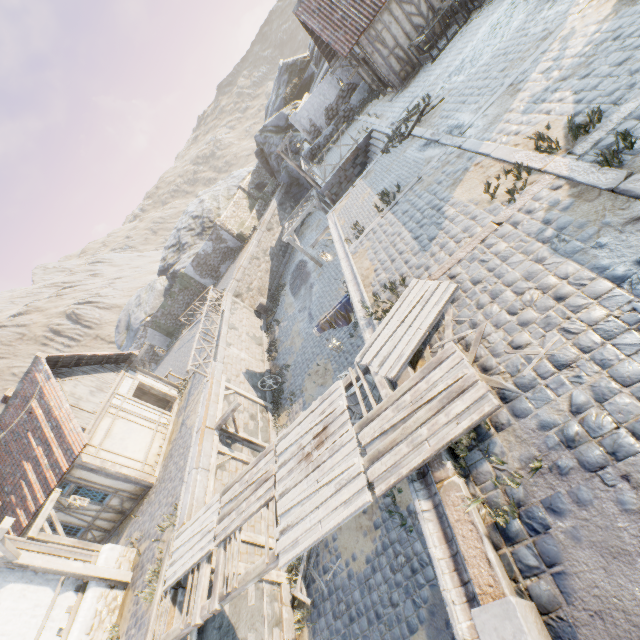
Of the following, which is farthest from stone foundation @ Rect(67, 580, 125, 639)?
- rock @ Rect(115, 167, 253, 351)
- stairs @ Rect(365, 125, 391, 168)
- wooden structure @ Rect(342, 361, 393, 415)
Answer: stairs @ Rect(365, 125, 391, 168)

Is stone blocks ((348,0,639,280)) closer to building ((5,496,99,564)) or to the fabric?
the fabric

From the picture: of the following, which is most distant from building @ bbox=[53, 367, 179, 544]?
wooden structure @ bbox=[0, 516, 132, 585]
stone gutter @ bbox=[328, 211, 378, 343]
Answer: stone gutter @ bbox=[328, 211, 378, 343]

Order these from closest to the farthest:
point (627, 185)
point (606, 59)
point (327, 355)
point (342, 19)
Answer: point (627, 185) → point (606, 59) → point (327, 355) → point (342, 19)

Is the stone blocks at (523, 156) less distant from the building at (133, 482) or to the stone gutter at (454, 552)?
the stone gutter at (454, 552)

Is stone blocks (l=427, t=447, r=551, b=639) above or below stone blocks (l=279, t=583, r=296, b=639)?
above

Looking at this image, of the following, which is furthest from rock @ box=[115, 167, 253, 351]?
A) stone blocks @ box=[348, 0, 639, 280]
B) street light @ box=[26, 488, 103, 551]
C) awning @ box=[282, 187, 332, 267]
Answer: street light @ box=[26, 488, 103, 551]

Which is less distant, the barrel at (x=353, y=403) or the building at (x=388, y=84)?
the barrel at (x=353, y=403)
